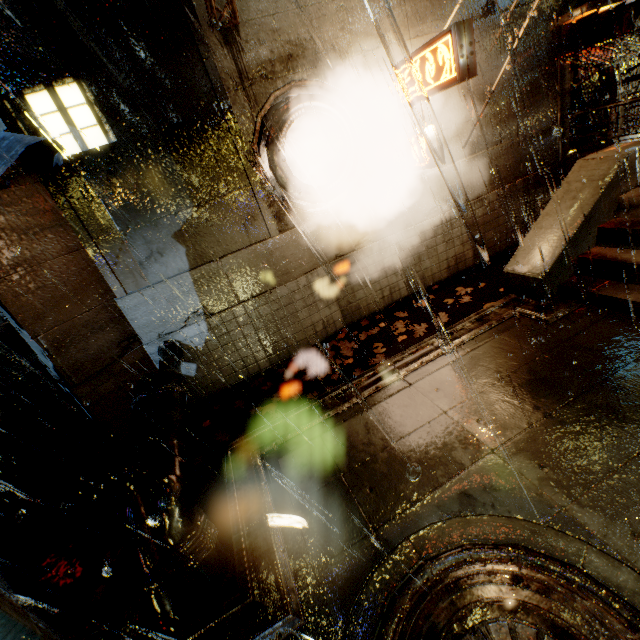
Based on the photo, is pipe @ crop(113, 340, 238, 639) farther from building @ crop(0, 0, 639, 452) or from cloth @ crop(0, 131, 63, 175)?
cloth @ crop(0, 131, 63, 175)

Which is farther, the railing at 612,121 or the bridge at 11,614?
the railing at 612,121

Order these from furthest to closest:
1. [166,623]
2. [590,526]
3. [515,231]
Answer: [515,231] → [166,623] → [590,526]

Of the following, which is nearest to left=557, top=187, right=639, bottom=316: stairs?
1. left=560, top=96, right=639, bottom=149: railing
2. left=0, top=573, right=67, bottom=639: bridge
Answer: left=560, top=96, right=639, bottom=149: railing

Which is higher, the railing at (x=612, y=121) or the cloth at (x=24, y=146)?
the cloth at (x=24, y=146)

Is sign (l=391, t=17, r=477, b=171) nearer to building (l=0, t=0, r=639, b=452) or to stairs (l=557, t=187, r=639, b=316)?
building (l=0, t=0, r=639, b=452)

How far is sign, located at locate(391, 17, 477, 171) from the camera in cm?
545

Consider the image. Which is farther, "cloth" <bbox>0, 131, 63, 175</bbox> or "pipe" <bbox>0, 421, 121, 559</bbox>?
"pipe" <bbox>0, 421, 121, 559</bbox>
